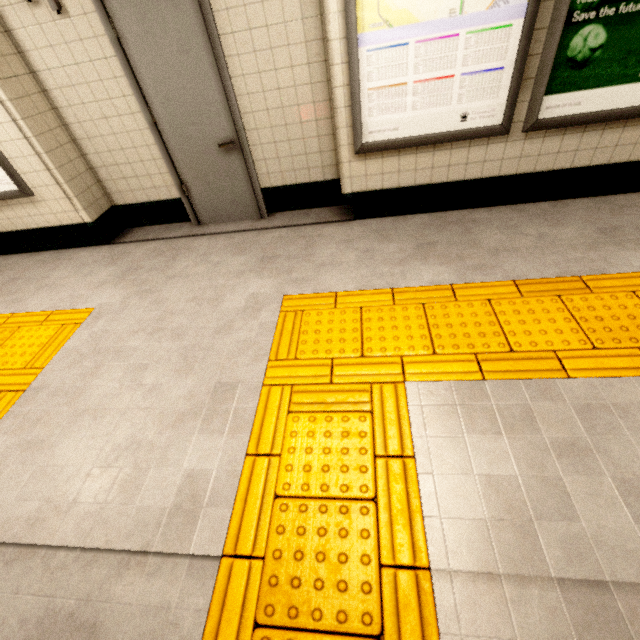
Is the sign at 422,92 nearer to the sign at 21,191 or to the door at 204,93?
the door at 204,93

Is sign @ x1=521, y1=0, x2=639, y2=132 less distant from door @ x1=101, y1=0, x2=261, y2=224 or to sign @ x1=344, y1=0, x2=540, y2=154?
sign @ x1=344, y1=0, x2=540, y2=154

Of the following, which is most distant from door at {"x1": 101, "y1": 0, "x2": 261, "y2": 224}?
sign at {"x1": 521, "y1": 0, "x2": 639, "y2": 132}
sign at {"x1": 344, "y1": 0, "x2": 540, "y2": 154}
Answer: sign at {"x1": 521, "y1": 0, "x2": 639, "y2": 132}

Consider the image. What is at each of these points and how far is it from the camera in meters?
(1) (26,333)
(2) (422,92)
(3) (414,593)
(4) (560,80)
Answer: (1) groundtactileadastrip, 2.8
(2) sign, 2.5
(3) groundtactileadastrip, 1.2
(4) sign, 2.4

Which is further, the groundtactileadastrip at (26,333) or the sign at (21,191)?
the sign at (21,191)

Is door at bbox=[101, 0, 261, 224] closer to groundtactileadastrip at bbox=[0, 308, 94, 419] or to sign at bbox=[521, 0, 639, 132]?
groundtactileadastrip at bbox=[0, 308, 94, 419]

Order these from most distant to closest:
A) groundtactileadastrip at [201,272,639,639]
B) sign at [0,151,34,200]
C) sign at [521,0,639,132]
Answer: sign at [0,151,34,200], sign at [521,0,639,132], groundtactileadastrip at [201,272,639,639]
